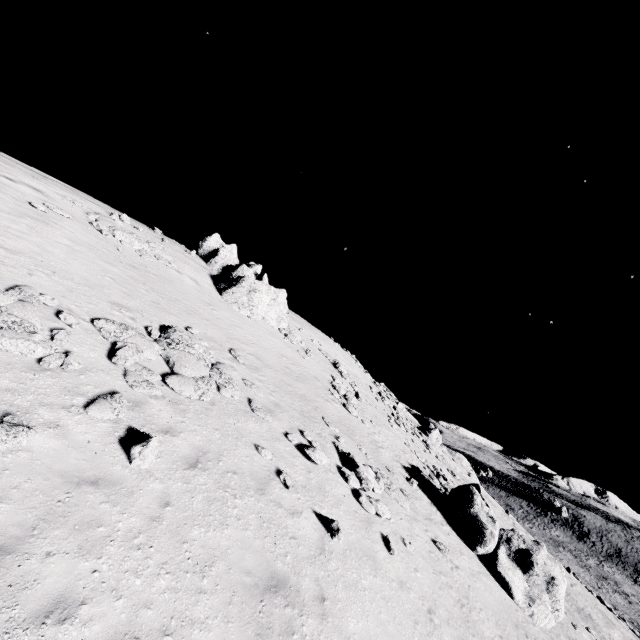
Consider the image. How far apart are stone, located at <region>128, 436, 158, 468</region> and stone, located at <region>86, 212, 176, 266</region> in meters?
14.2

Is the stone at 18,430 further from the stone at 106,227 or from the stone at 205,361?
the stone at 106,227

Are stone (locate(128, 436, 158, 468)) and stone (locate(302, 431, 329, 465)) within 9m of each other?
yes

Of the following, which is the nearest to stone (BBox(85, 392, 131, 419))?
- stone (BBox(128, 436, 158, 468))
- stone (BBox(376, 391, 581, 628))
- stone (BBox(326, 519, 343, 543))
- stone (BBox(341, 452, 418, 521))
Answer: stone (BBox(128, 436, 158, 468))

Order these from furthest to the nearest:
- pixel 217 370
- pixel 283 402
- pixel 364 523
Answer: pixel 283 402 < pixel 217 370 < pixel 364 523

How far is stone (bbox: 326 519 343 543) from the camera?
9.29m

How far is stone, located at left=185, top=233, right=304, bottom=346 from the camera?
22.4 meters

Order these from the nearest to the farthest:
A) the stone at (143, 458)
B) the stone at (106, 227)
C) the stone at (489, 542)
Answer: the stone at (143, 458) → the stone at (489, 542) → the stone at (106, 227)
